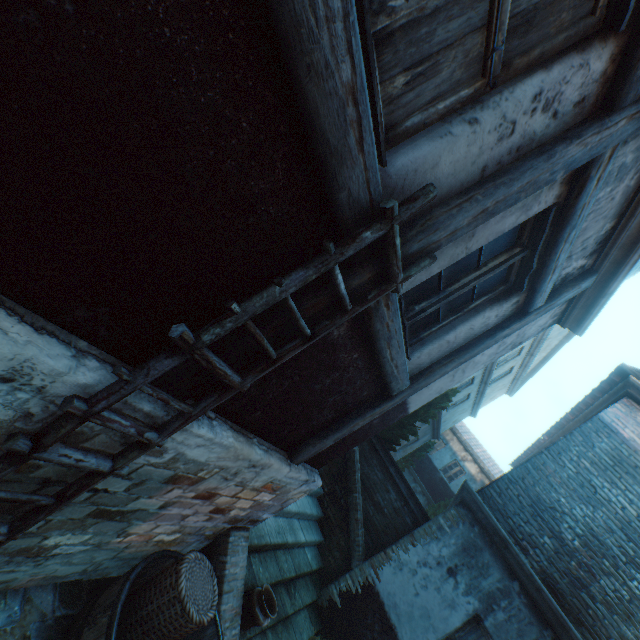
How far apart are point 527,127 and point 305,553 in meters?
7.1 m

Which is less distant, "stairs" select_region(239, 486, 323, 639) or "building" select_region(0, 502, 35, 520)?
"building" select_region(0, 502, 35, 520)

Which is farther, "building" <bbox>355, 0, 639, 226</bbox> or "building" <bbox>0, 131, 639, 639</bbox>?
"building" <bbox>0, 131, 639, 639</bbox>

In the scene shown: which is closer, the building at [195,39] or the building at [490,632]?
the building at [195,39]

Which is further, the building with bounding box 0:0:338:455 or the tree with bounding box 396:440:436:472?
the tree with bounding box 396:440:436:472

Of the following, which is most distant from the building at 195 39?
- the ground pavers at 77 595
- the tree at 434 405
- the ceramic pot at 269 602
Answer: the tree at 434 405

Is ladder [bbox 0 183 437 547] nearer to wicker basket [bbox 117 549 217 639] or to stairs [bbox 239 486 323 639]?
wicker basket [bbox 117 549 217 639]

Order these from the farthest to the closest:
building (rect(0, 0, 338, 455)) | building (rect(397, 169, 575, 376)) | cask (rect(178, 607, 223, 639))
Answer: cask (rect(178, 607, 223, 639)), building (rect(397, 169, 575, 376)), building (rect(0, 0, 338, 455))
